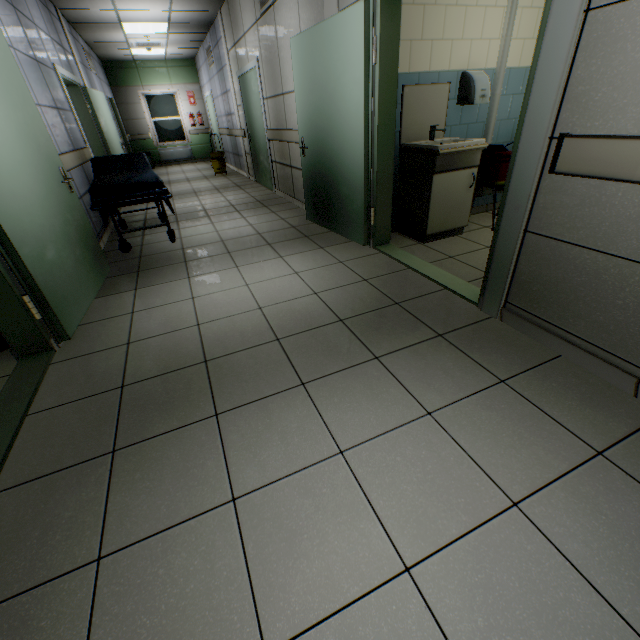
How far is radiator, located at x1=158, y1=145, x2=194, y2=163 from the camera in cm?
1241

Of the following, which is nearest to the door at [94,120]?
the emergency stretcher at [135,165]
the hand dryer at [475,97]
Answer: the emergency stretcher at [135,165]

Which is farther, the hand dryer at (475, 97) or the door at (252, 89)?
the door at (252, 89)

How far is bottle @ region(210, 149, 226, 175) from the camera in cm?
903

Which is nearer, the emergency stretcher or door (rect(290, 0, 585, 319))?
door (rect(290, 0, 585, 319))

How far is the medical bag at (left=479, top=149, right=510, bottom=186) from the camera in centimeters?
349cm

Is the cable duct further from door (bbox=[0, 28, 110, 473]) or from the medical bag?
door (bbox=[0, 28, 110, 473])

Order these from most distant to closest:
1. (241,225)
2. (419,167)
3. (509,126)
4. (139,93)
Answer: (139,93), (241,225), (509,126), (419,167)
